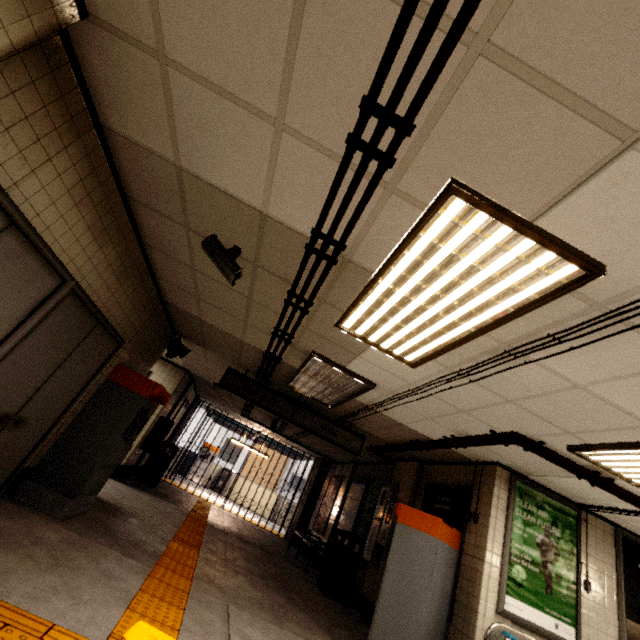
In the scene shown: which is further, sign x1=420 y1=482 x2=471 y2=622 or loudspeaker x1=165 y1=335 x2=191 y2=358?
loudspeaker x1=165 y1=335 x2=191 y2=358

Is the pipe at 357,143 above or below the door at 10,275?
above

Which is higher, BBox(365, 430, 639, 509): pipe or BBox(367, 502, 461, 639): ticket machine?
BBox(365, 430, 639, 509): pipe

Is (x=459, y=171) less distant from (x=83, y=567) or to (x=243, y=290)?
(x=243, y=290)

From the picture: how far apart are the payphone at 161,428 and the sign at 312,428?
3.48m

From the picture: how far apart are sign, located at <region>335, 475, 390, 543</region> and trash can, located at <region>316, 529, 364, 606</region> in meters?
0.7 m

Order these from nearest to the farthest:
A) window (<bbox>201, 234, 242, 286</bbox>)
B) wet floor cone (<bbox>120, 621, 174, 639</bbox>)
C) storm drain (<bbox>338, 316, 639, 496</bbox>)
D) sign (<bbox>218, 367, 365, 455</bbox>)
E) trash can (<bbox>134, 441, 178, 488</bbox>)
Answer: wet floor cone (<bbox>120, 621, 174, 639</bbox>)
storm drain (<bbox>338, 316, 639, 496</bbox>)
window (<bbox>201, 234, 242, 286</bbox>)
sign (<bbox>218, 367, 365, 455</bbox>)
trash can (<bbox>134, 441, 178, 488</bbox>)

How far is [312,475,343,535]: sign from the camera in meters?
10.1
